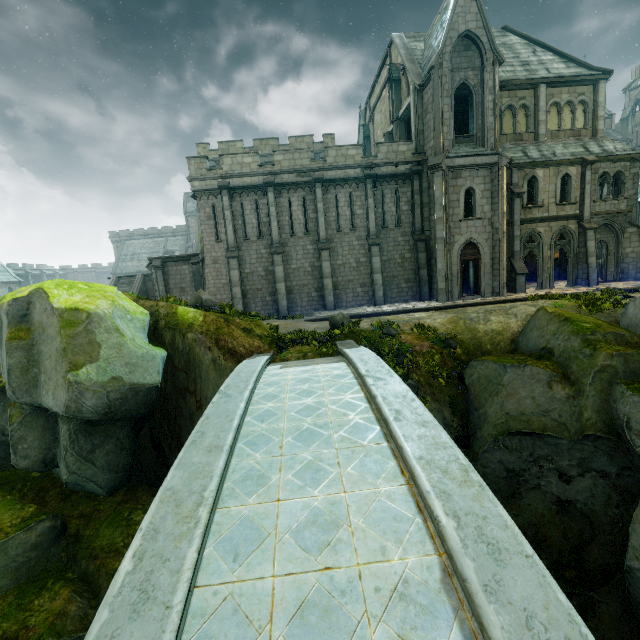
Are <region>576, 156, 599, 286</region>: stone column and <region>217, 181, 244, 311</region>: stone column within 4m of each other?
no

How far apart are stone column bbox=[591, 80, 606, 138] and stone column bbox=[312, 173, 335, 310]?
19.0m

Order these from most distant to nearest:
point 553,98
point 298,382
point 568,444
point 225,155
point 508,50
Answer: point 508,50, point 553,98, point 225,155, point 568,444, point 298,382

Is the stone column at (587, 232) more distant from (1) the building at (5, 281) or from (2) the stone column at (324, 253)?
(1) the building at (5, 281)

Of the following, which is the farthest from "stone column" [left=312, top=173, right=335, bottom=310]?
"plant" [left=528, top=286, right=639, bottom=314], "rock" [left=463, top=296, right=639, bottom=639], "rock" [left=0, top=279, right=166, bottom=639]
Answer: "plant" [left=528, top=286, right=639, bottom=314]

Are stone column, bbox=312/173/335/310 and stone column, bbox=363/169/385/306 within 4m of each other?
yes

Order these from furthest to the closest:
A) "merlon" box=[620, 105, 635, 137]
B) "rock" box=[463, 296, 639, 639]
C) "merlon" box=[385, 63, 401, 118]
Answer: "merlon" box=[620, 105, 635, 137] < "merlon" box=[385, 63, 401, 118] < "rock" box=[463, 296, 639, 639]

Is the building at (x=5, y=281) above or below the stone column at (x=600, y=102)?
below
